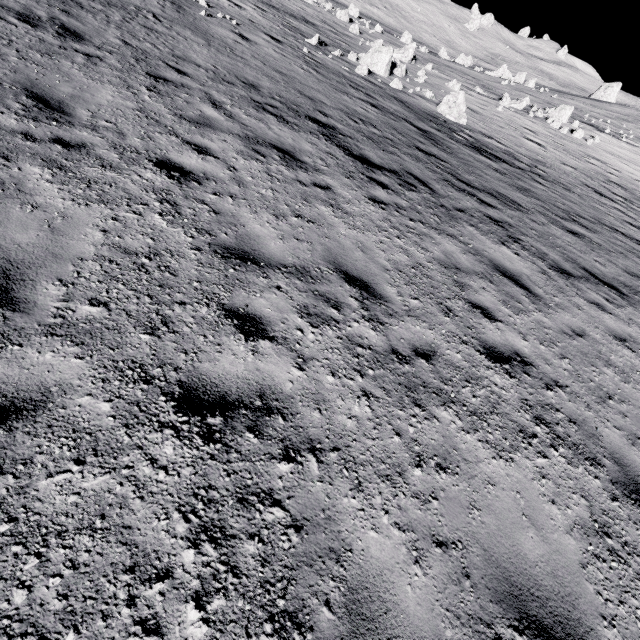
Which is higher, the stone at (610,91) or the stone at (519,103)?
the stone at (610,91)

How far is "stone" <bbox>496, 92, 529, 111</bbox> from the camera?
25.66m

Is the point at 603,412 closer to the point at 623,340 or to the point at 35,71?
the point at 623,340

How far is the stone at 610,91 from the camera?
49.3m

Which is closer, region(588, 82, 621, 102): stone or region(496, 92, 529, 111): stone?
region(496, 92, 529, 111): stone

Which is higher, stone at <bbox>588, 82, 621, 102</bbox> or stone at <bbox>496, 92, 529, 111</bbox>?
stone at <bbox>588, 82, 621, 102</bbox>

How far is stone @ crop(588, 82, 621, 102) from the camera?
49.3 meters
